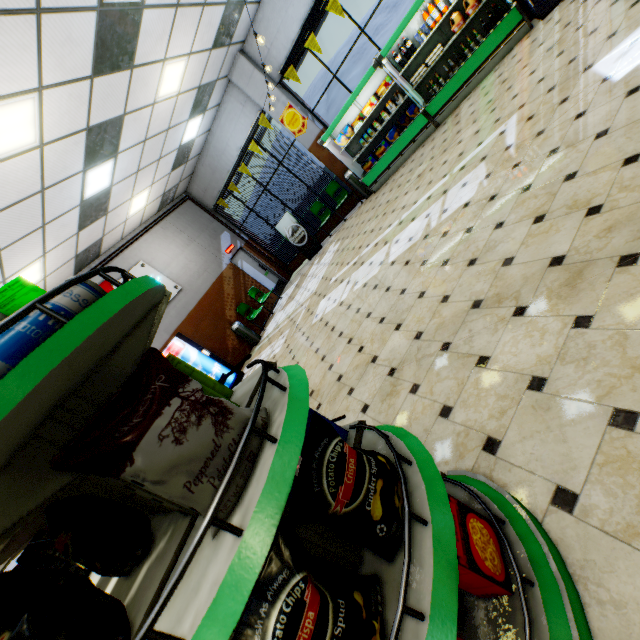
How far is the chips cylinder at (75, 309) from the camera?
0.83m

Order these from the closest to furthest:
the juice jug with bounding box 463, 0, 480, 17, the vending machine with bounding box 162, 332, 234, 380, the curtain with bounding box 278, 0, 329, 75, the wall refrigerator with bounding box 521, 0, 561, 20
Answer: the wall refrigerator with bounding box 521, 0, 561, 20 → the juice jug with bounding box 463, 0, 480, 17 → the curtain with bounding box 278, 0, 329, 75 → the vending machine with bounding box 162, 332, 234, 380

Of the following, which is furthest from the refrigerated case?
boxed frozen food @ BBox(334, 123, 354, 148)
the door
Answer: the door

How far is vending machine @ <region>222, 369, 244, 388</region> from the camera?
8.4 meters

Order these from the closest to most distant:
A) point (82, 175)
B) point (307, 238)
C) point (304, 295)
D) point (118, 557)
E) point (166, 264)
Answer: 1. point (118, 557)
2. point (82, 175)
3. point (304, 295)
4. point (166, 264)
5. point (307, 238)

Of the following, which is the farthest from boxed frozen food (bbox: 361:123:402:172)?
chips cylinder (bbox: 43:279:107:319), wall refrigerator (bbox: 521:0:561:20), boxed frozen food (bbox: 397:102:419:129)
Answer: chips cylinder (bbox: 43:279:107:319)

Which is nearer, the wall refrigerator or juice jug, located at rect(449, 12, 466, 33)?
the wall refrigerator

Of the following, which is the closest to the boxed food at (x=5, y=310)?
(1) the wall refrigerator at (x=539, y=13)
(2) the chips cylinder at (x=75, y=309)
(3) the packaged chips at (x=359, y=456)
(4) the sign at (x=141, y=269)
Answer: (2) the chips cylinder at (x=75, y=309)
